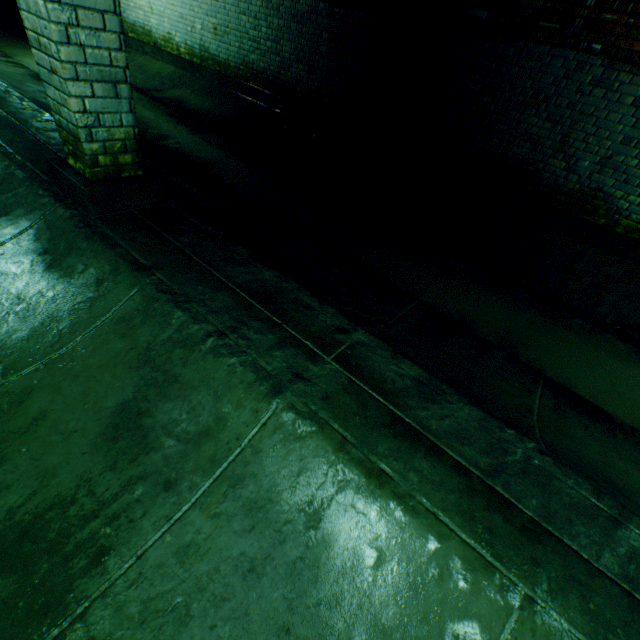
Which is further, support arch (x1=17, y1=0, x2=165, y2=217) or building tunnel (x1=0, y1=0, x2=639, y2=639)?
support arch (x1=17, y1=0, x2=165, y2=217)

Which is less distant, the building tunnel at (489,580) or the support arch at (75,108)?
the building tunnel at (489,580)

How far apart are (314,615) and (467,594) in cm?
60
